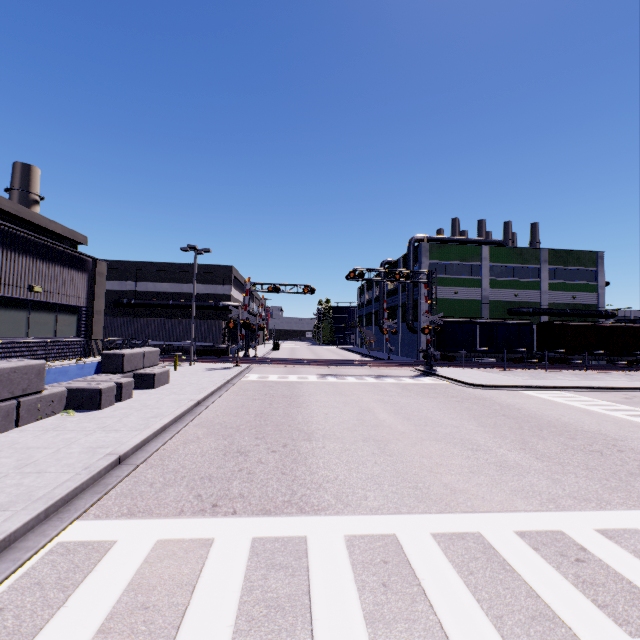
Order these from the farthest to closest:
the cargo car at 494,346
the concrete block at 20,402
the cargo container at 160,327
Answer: the cargo car at 494,346 < the cargo container at 160,327 < the concrete block at 20,402

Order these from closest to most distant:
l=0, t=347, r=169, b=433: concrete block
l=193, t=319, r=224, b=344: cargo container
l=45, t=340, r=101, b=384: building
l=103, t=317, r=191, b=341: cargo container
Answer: l=0, t=347, r=169, b=433: concrete block → l=45, t=340, r=101, b=384: building → l=103, t=317, r=191, b=341: cargo container → l=193, t=319, r=224, b=344: cargo container

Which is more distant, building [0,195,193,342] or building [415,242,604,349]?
building [415,242,604,349]

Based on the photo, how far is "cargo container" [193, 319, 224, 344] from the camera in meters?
33.4

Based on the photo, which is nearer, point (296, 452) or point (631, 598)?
point (631, 598)

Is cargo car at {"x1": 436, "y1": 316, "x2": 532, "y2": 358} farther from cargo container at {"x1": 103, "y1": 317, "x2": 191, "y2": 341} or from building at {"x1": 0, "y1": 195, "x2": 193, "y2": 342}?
→ cargo container at {"x1": 103, "y1": 317, "x2": 191, "y2": 341}

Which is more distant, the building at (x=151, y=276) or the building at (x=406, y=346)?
the building at (x=406, y=346)
